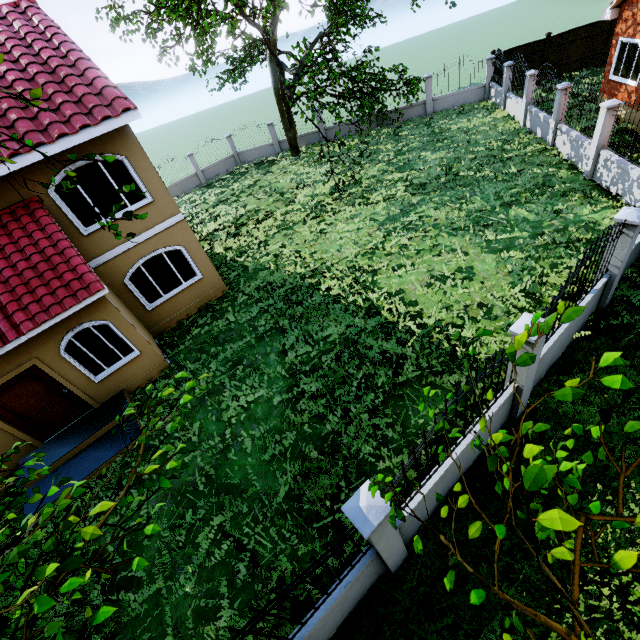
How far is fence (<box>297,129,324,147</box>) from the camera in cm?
2425

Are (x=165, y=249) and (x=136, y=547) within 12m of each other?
yes

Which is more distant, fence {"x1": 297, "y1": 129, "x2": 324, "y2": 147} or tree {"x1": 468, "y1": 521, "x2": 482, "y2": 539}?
fence {"x1": 297, "y1": 129, "x2": 324, "y2": 147}

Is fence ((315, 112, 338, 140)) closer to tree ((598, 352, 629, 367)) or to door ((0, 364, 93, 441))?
tree ((598, 352, 629, 367))

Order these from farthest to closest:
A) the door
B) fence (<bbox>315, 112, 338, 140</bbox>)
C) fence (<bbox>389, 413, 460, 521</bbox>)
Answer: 1. fence (<bbox>315, 112, 338, 140</bbox>)
2. the door
3. fence (<bbox>389, 413, 460, 521</bbox>)

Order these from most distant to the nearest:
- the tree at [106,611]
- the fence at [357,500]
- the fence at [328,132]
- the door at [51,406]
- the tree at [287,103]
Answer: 1. the fence at [328,132]
2. the tree at [287,103]
3. the door at [51,406]
4. the fence at [357,500]
5. the tree at [106,611]

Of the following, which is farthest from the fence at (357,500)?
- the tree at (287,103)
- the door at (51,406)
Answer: the door at (51,406)
